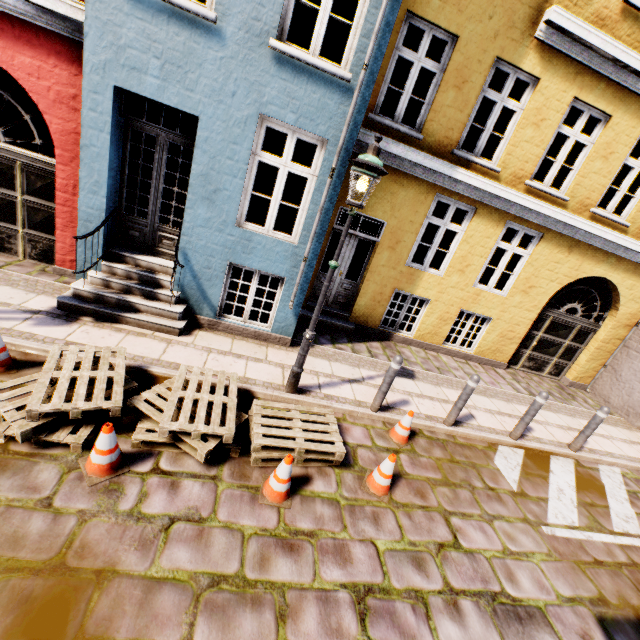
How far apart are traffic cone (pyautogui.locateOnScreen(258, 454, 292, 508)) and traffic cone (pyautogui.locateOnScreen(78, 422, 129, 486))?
1.4m

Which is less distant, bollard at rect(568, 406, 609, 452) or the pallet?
Answer: the pallet

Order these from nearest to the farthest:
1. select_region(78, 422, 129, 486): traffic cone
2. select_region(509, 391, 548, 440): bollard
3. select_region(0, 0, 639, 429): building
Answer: select_region(78, 422, 129, 486): traffic cone → select_region(0, 0, 639, 429): building → select_region(509, 391, 548, 440): bollard

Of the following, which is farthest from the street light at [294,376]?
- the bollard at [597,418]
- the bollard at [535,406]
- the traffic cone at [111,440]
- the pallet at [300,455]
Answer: the bollard at [597,418]

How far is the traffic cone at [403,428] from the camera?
5.10m

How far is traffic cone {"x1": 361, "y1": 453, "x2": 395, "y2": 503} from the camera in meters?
4.1

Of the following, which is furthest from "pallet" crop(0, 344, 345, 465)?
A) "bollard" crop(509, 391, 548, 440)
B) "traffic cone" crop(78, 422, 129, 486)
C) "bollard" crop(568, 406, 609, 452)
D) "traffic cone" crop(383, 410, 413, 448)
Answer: "bollard" crop(568, 406, 609, 452)

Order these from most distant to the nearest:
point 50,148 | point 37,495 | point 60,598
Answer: point 50,148 → point 37,495 → point 60,598
